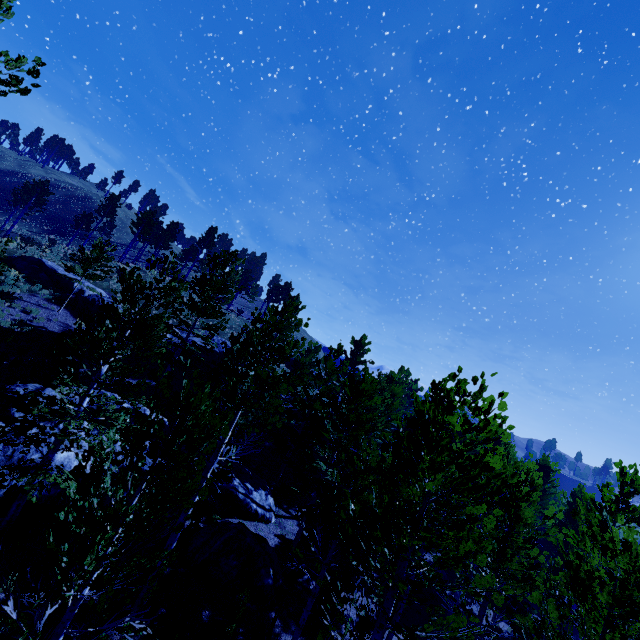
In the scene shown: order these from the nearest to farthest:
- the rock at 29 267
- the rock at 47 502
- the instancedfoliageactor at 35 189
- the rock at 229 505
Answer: the rock at 47 502 < the rock at 229 505 < the instancedfoliageactor at 35 189 < the rock at 29 267

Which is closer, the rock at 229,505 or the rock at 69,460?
the rock at 69,460

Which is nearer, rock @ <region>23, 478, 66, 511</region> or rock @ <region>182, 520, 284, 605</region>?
rock @ <region>23, 478, 66, 511</region>

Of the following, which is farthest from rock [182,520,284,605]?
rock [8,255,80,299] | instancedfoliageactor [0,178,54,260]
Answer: rock [8,255,80,299]

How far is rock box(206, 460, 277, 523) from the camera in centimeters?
1572cm

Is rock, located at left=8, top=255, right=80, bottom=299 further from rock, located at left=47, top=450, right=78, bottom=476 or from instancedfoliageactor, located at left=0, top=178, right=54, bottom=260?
instancedfoliageactor, located at left=0, top=178, right=54, bottom=260

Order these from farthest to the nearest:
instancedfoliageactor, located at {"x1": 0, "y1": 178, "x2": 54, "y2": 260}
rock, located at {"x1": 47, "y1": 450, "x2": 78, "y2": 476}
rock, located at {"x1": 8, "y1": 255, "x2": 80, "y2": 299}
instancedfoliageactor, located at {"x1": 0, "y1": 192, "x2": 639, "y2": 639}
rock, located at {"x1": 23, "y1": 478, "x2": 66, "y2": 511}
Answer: rock, located at {"x1": 8, "y1": 255, "x2": 80, "y2": 299}
instancedfoliageactor, located at {"x1": 0, "y1": 178, "x2": 54, "y2": 260}
rock, located at {"x1": 47, "y1": 450, "x2": 78, "y2": 476}
rock, located at {"x1": 23, "y1": 478, "x2": 66, "y2": 511}
instancedfoliageactor, located at {"x1": 0, "y1": 192, "x2": 639, "y2": 639}

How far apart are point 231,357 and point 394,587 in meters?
7.2 m
